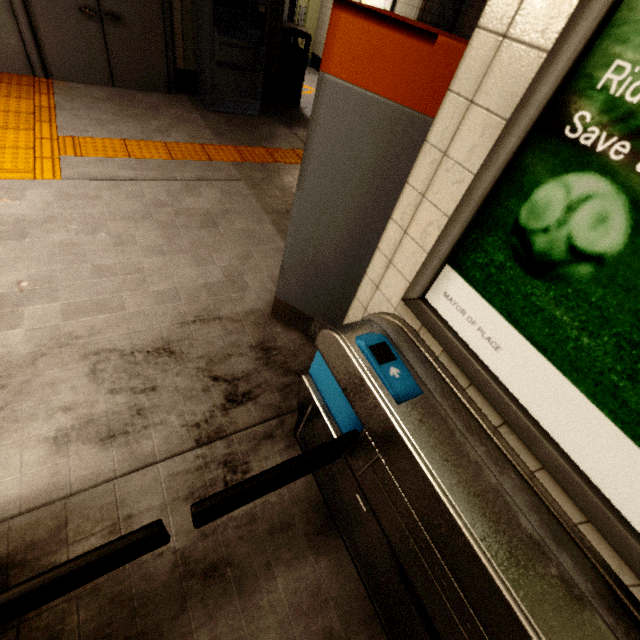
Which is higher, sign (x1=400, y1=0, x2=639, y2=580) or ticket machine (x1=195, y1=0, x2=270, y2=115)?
sign (x1=400, y1=0, x2=639, y2=580)

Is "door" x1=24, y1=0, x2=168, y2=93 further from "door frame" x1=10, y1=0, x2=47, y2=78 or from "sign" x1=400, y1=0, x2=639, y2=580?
"sign" x1=400, y1=0, x2=639, y2=580

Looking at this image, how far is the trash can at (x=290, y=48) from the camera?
5.7m

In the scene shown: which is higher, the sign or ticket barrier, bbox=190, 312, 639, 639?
the sign

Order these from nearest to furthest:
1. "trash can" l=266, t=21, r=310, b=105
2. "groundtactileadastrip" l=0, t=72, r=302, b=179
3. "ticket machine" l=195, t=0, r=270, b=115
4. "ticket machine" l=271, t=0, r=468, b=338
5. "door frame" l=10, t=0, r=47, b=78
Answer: "ticket machine" l=271, t=0, r=468, b=338 < "groundtactileadastrip" l=0, t=72, r=302, b=179 < "door frame" l=10, t=0, r=47, b=78 < "ticket machine" l=195, t=0, r=270, b=115 < "trash can" l=266, t=21, r=310, b=105

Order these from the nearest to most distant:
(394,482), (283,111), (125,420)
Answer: (394,482)
(125,420)
(283,111)

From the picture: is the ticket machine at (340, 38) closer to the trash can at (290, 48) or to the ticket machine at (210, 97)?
the ticket machine at (210, 97)

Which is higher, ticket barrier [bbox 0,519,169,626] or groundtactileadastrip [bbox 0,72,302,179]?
ticket barrier [bbox 0,519,169,626]
